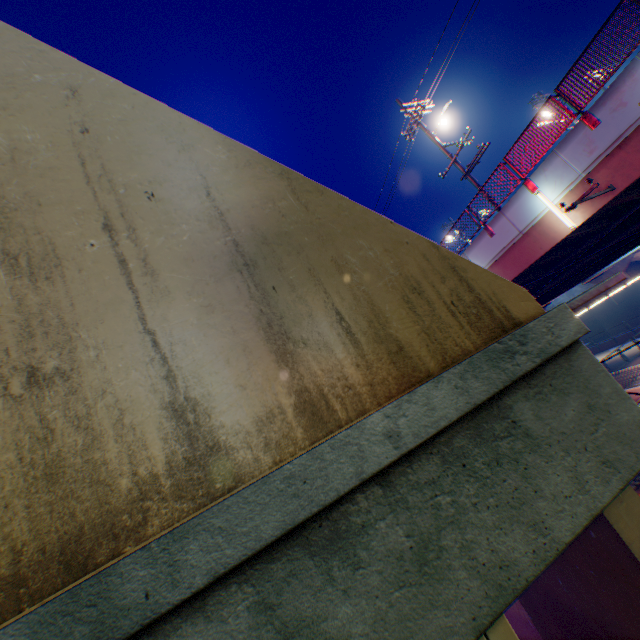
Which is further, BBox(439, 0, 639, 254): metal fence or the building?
the building

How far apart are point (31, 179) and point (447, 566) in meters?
2.5 m

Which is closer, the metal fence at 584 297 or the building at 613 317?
the metal fence at 584 297

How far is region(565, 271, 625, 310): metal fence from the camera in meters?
2.1 m

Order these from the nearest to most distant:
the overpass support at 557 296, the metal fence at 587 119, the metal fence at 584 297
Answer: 1. the metal fence at 584 297
2. the metal fence at 587 119
3. the overpass support at 557 296

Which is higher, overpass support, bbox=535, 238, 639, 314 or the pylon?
overpass support, bbox=535, 238, 639, 314

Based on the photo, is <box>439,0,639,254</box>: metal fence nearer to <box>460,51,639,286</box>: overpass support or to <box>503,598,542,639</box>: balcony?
<box>460,51,639,286</box>: overpass support

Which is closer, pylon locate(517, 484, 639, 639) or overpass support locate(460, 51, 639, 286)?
pylon locate(517, 484, 639, 639)
